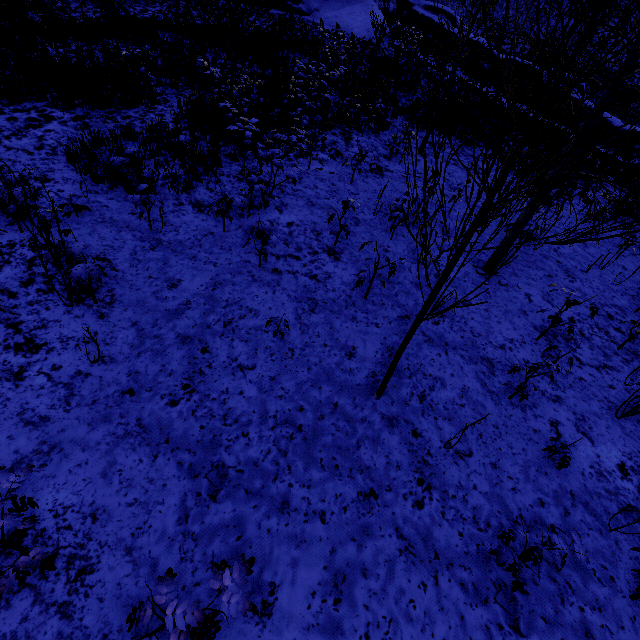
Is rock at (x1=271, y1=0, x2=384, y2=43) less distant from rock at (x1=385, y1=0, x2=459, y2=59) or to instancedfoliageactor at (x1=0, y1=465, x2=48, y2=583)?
rock at (x1=385, y1=0, x2=459, y2=59)

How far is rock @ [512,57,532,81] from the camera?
21.31m

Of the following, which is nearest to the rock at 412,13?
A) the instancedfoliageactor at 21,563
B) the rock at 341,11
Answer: the rock at 341,11

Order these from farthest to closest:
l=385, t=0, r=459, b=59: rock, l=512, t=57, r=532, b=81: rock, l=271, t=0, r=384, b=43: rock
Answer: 1. l=385, t=0, r=459, b=59: rock
2. l=271, t=0, r=384, b=43: rock
3. l=512, t=57, r=532, b=81: rock

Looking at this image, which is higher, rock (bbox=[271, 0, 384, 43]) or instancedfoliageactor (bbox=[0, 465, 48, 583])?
rock (bbox=[271, 0, 384, 43])

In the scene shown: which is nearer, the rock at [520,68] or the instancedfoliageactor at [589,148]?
the instancedfoliageactor at [589,148]

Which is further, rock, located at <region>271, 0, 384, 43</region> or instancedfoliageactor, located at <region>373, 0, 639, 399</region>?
rock, located at <region>271, 0, 384, 43</region>

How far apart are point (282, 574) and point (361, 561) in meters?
0.7
